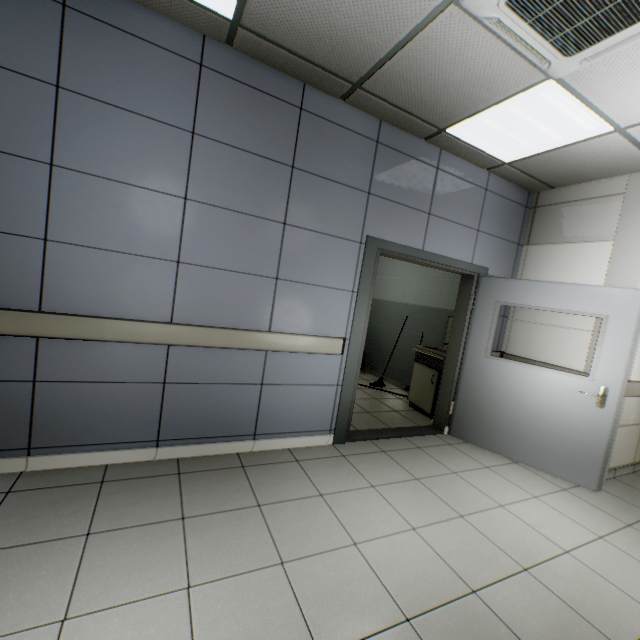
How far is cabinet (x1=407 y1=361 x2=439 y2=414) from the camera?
4.5m

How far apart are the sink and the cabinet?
0.0m

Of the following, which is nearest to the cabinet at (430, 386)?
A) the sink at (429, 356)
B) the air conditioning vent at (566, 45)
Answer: the sink at (429, 356)

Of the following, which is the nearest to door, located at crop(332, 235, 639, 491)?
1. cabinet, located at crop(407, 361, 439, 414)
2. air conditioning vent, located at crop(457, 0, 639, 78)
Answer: cabinet, located at crop(407, 361, 439, 414)

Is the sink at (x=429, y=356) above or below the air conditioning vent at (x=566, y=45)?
below

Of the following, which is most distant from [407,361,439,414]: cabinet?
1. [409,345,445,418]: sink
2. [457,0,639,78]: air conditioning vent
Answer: [457,0,639,78]: air conditioning vent

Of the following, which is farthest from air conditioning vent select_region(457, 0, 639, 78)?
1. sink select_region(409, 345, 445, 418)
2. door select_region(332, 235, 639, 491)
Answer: sink select_region(409, 345, 445, 418)

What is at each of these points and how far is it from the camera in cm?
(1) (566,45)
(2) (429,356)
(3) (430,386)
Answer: (1) air conditioning vent, 190
(2) sink, 473
(3) cabinet, 456
